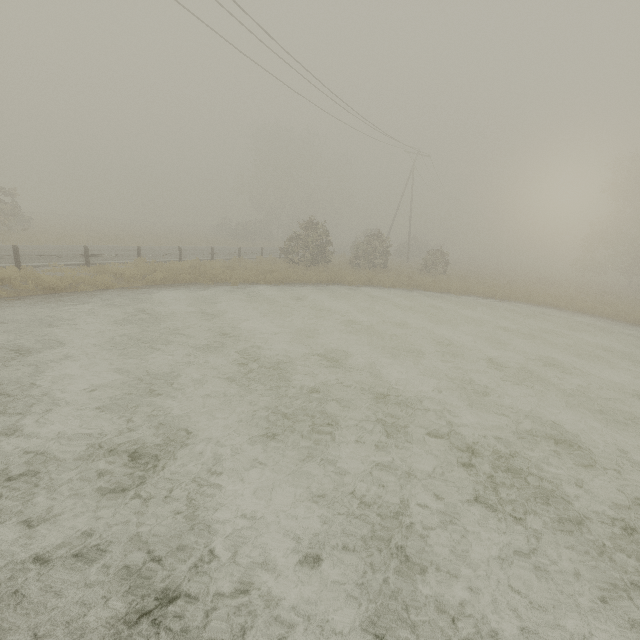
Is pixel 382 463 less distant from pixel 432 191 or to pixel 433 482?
pixel 433 482
